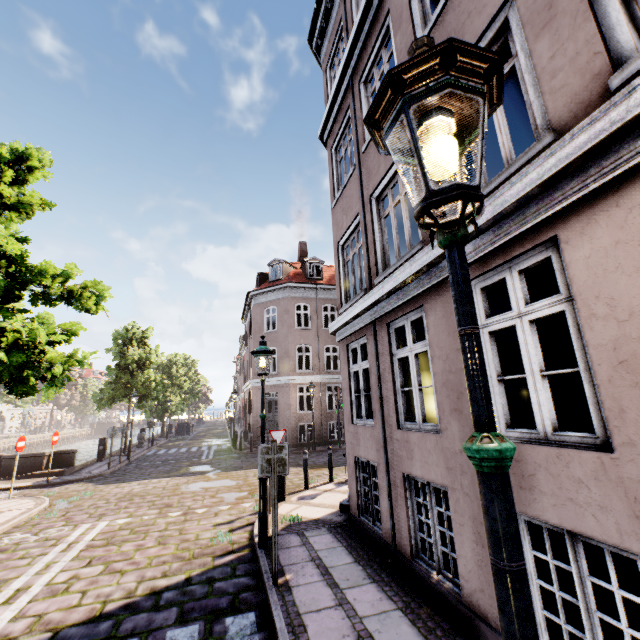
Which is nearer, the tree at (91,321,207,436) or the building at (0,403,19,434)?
the tree at (91,321,207,436)

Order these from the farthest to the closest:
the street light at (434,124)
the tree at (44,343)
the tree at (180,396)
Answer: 1. the tree at (180,396)
2. the tree at (44,343)
3. the street light at (434,124)

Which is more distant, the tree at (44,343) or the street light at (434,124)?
the tree at (44,343)

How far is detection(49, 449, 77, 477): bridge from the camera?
14.3 meters

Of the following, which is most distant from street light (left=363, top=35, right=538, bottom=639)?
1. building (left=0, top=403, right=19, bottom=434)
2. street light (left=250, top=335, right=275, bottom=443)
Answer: building (left=0, top=403, right=19, bottom=434)

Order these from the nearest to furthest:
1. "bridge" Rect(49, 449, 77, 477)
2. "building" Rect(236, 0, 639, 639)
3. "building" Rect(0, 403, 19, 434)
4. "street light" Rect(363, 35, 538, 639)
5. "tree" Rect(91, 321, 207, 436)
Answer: "street light" Rect(363, 35, 538, 639)
"building" Rect(236, 0, 639, 639)
"bridge" Rect(49, 449, 77, 477)
"tree" Rect(91, 321, 207, 436)
"building" Rect(0, 403, 19, 434)

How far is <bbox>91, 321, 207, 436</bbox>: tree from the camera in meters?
20.8 m

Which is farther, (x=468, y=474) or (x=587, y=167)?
(x=468, y=474)
